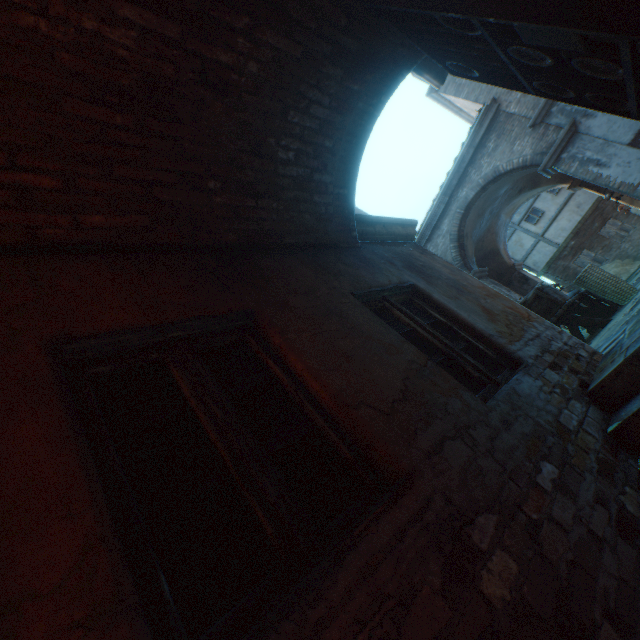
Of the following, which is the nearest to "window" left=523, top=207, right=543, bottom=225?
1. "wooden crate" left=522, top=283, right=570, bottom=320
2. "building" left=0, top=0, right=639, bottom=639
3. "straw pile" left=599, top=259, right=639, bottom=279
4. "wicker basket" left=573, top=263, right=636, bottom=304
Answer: "building" left=0, top=0, right=639, bottom=639

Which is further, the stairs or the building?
the stairs

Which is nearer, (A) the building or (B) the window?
(A) the building

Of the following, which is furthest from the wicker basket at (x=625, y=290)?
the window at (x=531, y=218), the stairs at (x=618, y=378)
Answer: the window at (x=531, y=218)

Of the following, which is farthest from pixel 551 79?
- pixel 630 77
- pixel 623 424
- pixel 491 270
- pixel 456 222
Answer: pixel 491 270

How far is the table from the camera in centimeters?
616cm

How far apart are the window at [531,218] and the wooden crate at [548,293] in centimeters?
1774cm

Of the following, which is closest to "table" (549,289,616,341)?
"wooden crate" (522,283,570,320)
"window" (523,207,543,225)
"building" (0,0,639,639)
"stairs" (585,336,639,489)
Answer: "wooden crate" (522,283,570,320)
